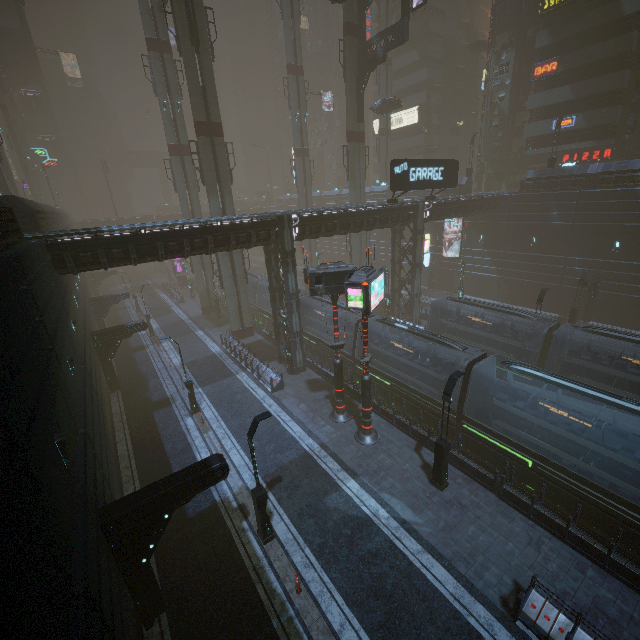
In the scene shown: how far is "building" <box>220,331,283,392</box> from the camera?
23.2m

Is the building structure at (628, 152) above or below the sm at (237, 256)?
above

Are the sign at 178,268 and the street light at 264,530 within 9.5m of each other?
no

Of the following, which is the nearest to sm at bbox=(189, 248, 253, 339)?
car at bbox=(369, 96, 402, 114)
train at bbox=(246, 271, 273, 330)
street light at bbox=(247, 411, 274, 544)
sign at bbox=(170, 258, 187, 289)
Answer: train at bbox=(246, 271, 273, 330)

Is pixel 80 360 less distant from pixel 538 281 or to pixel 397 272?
pixel 397 272

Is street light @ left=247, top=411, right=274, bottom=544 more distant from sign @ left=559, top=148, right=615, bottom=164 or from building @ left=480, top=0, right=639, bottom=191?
sign @ left=559, top=148, right=615, bottom=164

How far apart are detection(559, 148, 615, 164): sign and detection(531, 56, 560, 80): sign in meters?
8.5 m

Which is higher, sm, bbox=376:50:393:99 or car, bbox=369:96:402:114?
sm, bbox=376:50:393:99
